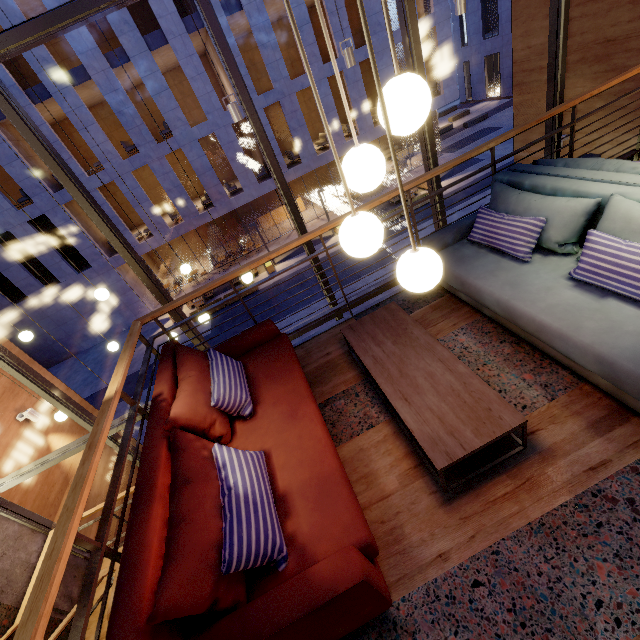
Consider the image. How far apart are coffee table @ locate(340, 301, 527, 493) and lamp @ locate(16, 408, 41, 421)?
6.36m

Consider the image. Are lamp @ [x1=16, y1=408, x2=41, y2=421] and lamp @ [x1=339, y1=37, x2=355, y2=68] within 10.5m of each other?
yes

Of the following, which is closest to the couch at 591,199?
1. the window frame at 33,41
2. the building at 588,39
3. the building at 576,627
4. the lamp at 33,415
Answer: the building at 576,627

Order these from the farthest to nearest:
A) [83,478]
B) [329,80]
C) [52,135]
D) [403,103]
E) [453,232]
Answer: [329,80], [52,135], [453,232], [83,478], [403,103]

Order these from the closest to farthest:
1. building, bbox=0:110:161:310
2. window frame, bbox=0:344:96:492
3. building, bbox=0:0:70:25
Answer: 1. window frame, bbox=0:344:96:492
2. building, bbox=0:0:70:25
3. building, bbox=0:110:161:310

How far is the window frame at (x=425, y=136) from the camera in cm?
402

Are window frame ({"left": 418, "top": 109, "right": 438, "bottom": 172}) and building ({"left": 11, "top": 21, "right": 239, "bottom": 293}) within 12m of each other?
no

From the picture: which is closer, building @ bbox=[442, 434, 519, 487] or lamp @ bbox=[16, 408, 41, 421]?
building @ bbox=[442, 434, 519, 487]
